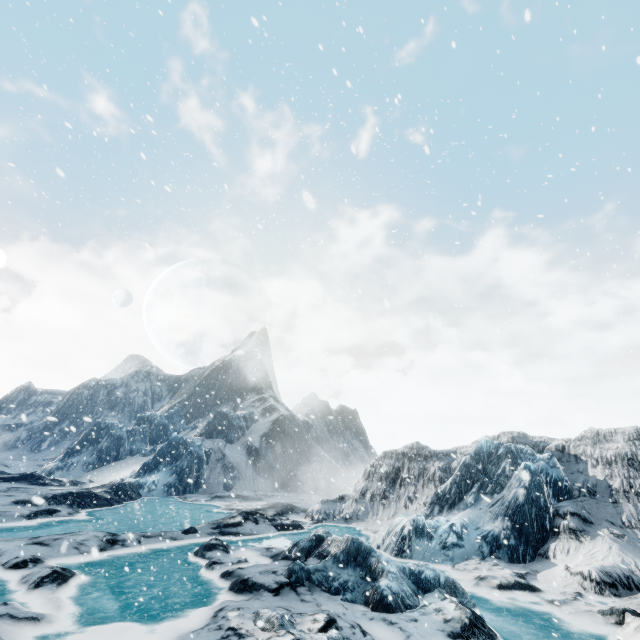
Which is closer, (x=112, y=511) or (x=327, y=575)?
(x=327, y=575)
